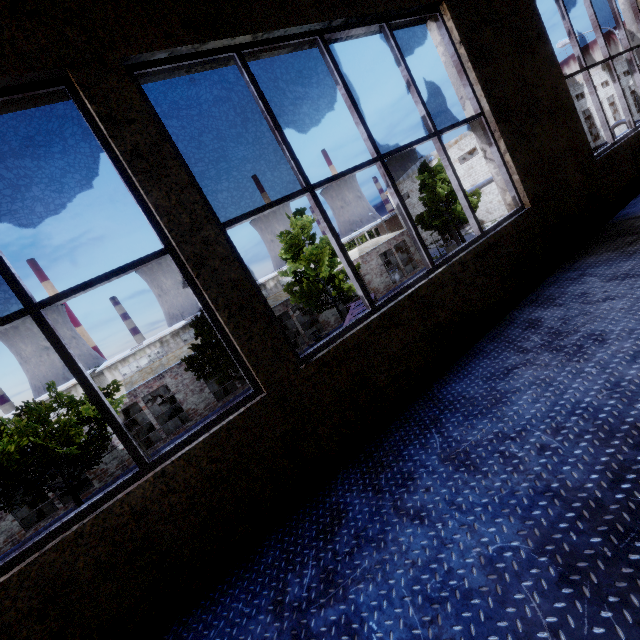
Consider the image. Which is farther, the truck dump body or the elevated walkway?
the truck dump body

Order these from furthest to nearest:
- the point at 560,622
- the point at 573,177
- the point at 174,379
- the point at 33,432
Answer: the point at 174,379, the point at 33,432, the point at 573,177, the point at 560,622

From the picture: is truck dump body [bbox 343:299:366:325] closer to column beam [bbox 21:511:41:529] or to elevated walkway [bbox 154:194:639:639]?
elevated walkway [bbox 154:194:639:639]

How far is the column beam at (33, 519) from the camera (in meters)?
20.22

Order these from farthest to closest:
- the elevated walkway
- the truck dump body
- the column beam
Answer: the column beam
the truck dump body
the elevated walkway

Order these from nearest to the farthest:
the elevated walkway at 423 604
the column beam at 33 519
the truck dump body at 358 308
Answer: the elevated walkway at 423 604 < the truck dump body at 358 308 < the column beam at 33 519

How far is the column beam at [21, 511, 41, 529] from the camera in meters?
20.2

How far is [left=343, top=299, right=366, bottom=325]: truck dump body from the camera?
15.16m
